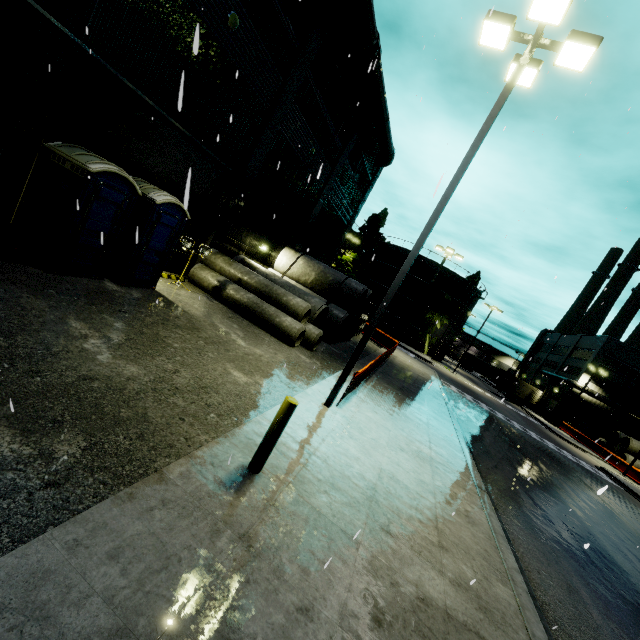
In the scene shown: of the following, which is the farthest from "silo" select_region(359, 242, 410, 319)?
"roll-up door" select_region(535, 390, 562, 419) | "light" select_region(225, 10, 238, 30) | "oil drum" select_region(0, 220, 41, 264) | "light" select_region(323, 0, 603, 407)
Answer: "oil drum" select_region(0, 220, 41, 264)

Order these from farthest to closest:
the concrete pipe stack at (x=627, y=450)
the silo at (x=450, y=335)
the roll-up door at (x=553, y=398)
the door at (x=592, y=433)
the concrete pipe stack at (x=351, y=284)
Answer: the roll-up door at (x=553, y=398), the door at (x=592, y=433), the silo at (x=450, y=335), the concrete pipe stack at (x=627, y=450), the concrete pipe stack at (x=351, y=284)

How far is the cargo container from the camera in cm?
4684

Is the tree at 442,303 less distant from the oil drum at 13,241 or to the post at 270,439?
the post at 270,439

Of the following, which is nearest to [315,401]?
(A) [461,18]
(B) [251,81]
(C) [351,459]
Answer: (C) [351,459]

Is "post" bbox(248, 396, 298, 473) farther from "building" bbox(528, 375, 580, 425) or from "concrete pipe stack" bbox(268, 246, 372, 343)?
"concrete pipe stack" bbox(268, 246, 372, 343)

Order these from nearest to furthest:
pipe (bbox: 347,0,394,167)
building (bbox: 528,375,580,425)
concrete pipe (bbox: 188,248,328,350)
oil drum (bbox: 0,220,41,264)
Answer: oil drum (bbox: 0,220,41,264) < concrete pipe (bbox: 188,248,328,350) < pipe (bbox: 347,0,394,167) < building (bbox: 528,375,580,425)

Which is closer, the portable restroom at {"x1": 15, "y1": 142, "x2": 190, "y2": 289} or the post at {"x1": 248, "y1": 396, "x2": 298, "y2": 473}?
the post at {"x1": 248, "y1": 396, "x2": 298, "y2": 473}
